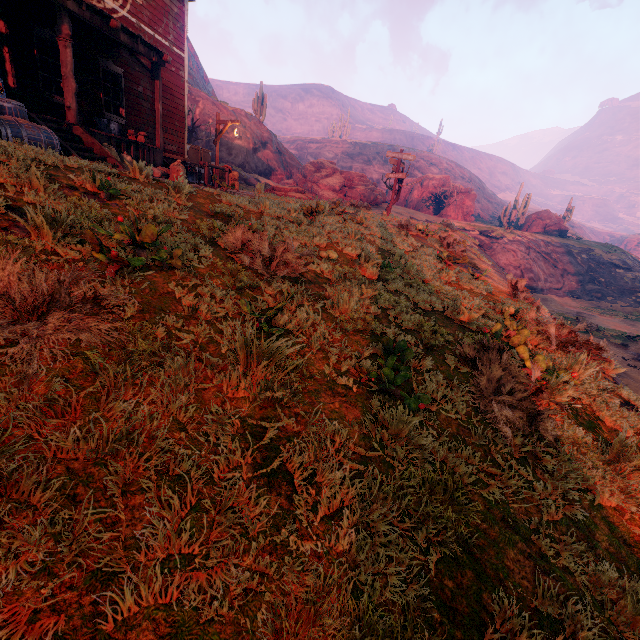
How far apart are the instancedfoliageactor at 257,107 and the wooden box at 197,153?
23.7m

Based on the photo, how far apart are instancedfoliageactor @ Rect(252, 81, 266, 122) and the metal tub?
30.2 meters

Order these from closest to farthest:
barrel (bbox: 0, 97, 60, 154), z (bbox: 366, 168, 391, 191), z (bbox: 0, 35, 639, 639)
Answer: z (bbox: 0, 35, 639, 639) < barrel (bbox: 0, 97, 60, 154) < z (bbox: 366, 168, 391, 191)

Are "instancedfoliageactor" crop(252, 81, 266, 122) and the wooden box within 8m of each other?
no

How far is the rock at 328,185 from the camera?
29.53m

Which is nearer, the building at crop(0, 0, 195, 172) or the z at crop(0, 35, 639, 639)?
the z at crop(0, 35, 639, 639)

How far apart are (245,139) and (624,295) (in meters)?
39.56

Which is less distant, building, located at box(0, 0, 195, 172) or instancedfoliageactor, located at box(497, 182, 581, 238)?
building, located at box(0, 0, 195, 172)
